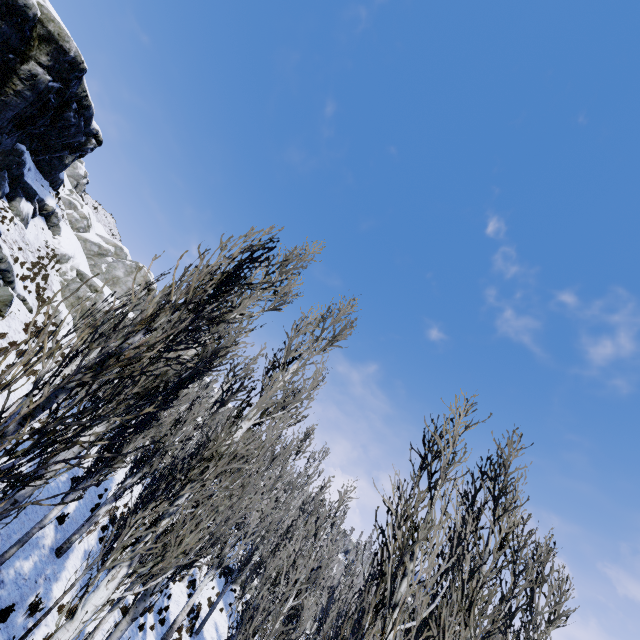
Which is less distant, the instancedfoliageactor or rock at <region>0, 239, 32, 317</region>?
the instancedfoliageactor

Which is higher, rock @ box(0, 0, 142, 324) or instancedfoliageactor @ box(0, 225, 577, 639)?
rock @ box(0, 0, 142, 324)

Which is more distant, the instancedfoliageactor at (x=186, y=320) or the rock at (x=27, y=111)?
the rock at (x=27, y=111)

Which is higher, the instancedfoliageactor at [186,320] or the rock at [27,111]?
the rock at [27,111]

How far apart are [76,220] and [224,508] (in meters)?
33.04

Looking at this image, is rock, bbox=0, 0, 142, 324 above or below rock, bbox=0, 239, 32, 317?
above
